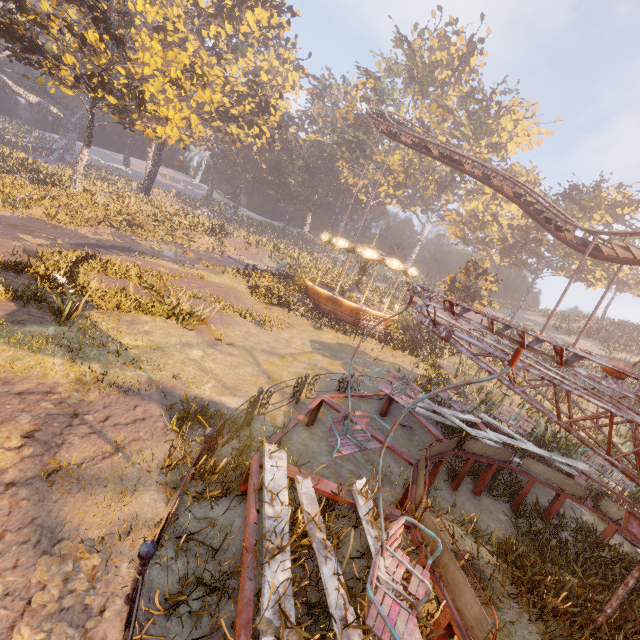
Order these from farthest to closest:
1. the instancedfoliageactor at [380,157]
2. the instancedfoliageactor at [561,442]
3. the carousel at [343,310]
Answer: the instancedfoliageactor at [380,157]
the carousel at [343,310]
the instancedfoliageactor at [561,442]

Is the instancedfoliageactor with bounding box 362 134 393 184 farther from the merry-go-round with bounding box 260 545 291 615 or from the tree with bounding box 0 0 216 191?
the merry-go-round with bounding box 260 545 291 615

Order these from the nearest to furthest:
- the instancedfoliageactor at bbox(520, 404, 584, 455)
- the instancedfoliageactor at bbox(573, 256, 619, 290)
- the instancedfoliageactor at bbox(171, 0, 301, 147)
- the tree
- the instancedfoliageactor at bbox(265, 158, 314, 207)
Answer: the instancedfoliageactor at bbox(520, 404, 584, 455) → the tree → the instancedfoliageactor at bbox(171, 0, 301, 147) → the instancedfoliageactor at bbox(573, 256, 619, 290) → the instancedfoliageactor at bbox(265, 158, 314, 207)

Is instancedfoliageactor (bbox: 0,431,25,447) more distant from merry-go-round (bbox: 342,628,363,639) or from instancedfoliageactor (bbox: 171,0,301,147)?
instancedfoliageactor (bbox: 171,0,301,147)

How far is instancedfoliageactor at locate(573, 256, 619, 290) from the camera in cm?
3856

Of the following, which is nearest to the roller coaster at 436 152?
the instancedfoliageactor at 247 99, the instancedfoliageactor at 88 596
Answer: the instancedfoliageactor at 247 99

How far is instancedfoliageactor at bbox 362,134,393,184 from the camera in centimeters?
5066cm

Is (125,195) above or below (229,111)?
below
